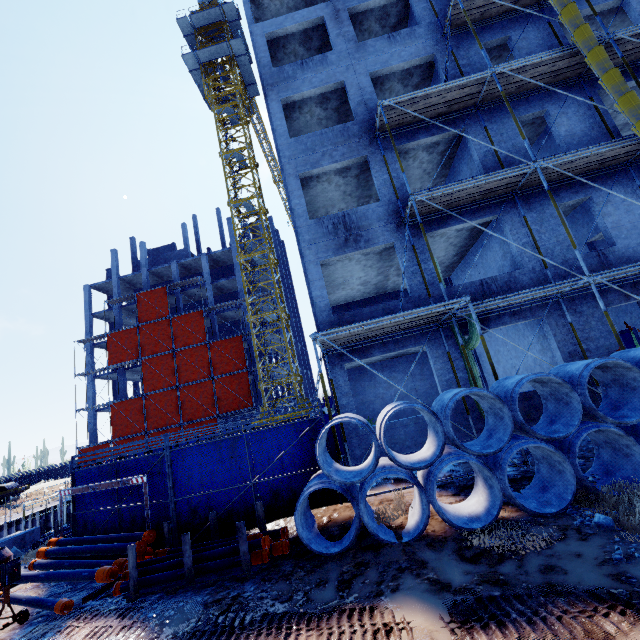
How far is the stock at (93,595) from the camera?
6.00m

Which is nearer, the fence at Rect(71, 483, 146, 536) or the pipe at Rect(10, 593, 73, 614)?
the pipe at Rect(10, 593, 73, 614)

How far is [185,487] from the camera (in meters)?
7.72

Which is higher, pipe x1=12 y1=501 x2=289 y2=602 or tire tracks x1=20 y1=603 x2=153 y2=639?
pipe x1=12 y1=501 x2=289 y2=602

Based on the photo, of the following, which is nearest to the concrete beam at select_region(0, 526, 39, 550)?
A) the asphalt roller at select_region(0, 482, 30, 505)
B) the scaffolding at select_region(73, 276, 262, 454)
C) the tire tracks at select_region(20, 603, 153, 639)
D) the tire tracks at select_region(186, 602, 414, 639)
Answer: the scaffolding at select_region(73, 276, 262, 454)

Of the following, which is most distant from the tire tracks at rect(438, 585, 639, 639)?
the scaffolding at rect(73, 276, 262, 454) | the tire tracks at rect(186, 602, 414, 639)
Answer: the scaffolding at rect(73, 276, 262, 454)

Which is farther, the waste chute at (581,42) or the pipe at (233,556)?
the waste chute at (581,42)

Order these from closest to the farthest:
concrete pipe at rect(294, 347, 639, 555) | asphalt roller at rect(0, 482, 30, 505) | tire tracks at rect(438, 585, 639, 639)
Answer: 1. tire tracks at rect(438, 585, 639, 639)
2. concrete pipe at rect(294, 347, 639, 555)
3. asphalt roller at rect(0, 482, 30, 505)
